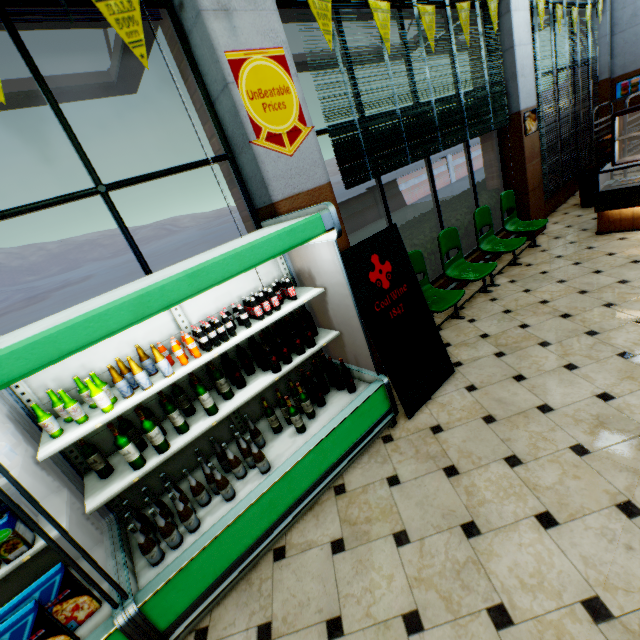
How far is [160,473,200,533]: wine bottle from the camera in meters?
2.1 m

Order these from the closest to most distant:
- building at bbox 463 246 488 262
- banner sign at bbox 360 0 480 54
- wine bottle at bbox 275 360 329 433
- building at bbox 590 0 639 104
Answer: wine bottle at bbox 275 360 329 433, banner sign at bbox 360 0 480 54, building at bbox 463 246 488 262, building at bbox 590 0 639 104

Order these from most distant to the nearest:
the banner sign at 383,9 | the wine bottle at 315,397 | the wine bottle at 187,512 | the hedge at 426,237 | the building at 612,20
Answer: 1. the building at 612,20
2. the hedge at 426,237
3. the banner sign at 383,9
4. the wine bottle at 315,397
5. the wine bottle at 187,512

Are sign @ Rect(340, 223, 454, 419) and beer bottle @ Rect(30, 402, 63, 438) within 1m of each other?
no

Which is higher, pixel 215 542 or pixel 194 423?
pixel 194 423

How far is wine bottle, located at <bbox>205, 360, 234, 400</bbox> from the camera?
2.4m

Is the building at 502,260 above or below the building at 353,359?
below

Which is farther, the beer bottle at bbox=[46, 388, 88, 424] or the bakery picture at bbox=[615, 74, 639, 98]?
the bakery picture at bbox=[615, 74, 639, 98]
